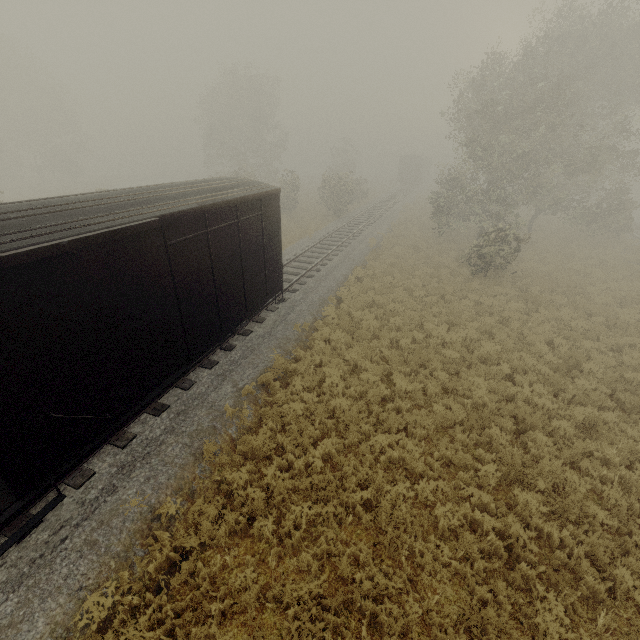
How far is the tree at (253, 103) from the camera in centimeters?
3319cm

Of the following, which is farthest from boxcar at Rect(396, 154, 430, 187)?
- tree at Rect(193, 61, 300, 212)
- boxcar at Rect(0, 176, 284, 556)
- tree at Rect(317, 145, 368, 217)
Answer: boxcar at Rect(0, 176, 284, 556)

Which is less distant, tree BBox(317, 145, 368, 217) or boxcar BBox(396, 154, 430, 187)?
tree BBox(317, 145, 368, 217)

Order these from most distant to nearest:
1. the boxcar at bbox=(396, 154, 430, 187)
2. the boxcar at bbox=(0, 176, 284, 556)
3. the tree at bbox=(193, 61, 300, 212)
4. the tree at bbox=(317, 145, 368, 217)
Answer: the boxcar at bbox=(396, 154, 430, 187)
the tree at bbox=(193, 61, 300, 212)
the tree at bbox=(317, 145, 368, 217)
the boxcar at bbox=(0, 176, 284, 556)

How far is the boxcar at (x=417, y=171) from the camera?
50.0 meters

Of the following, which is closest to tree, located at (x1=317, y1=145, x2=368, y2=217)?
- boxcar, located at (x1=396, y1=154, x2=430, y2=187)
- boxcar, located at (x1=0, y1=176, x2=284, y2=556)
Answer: boxcar, located at (x1=0, y1=176, x2=284, y2=556)

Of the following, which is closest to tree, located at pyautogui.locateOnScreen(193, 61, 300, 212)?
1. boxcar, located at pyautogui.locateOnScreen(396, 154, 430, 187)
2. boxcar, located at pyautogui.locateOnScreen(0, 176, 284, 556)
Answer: boxcar, located at pyautogui.locateOnScreen(396, 154, 430, 187)

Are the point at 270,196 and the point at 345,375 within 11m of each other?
yes
